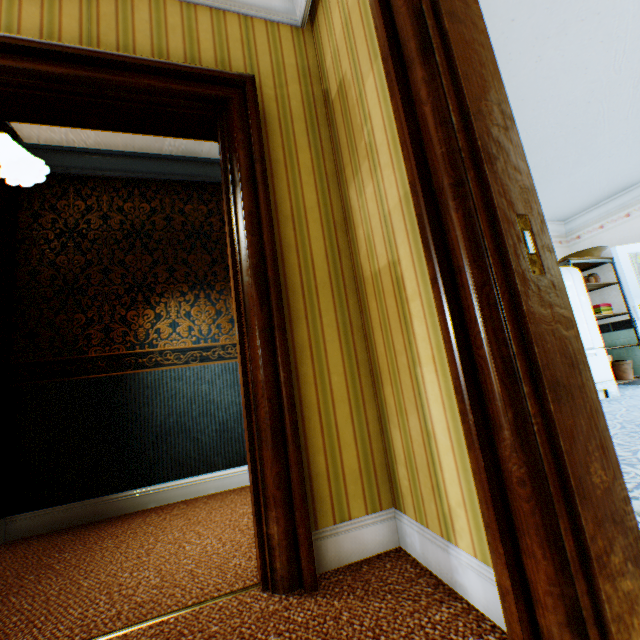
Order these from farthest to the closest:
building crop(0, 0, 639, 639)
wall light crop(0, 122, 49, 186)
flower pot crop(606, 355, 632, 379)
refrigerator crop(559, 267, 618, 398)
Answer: flower pot crop(606, 355, 632, 379)
refrigerator crop(559, 267, 618, 398)
wall light crop(0, 122, 49, 186)
building crop(0, 0, 639, 639)

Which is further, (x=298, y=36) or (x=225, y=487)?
(x=225, y=487)

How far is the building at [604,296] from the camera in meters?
5.6 m

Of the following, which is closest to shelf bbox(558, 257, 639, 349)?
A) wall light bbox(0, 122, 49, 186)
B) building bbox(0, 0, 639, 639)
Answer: building bbox(0, 0, 639, 639)

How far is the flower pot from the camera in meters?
5.3 m

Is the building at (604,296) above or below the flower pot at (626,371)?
above

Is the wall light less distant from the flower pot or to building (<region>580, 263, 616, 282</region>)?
building (<region>580, 263, 616, 282</region>)

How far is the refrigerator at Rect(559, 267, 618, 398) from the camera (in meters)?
4.61
